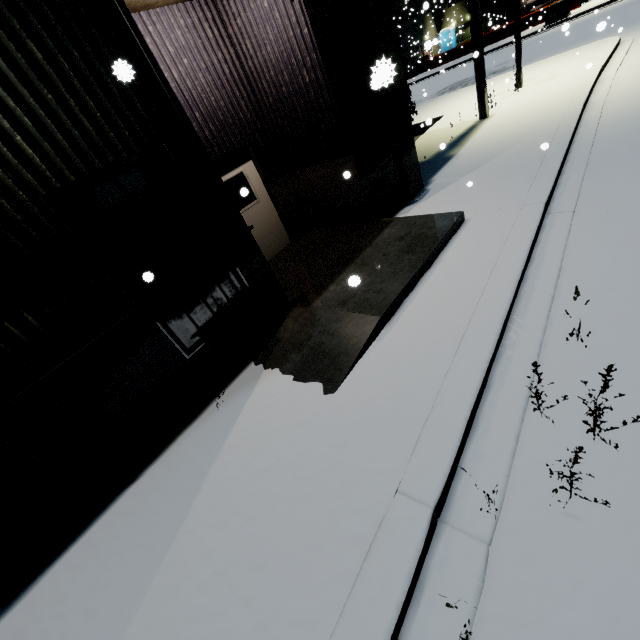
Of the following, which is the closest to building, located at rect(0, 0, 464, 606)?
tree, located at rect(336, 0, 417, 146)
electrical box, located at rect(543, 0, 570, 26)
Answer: tree, located at rect(336, 0, 417, 146)

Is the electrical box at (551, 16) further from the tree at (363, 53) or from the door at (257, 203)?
the door at (257, 203)

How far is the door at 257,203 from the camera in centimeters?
700cm

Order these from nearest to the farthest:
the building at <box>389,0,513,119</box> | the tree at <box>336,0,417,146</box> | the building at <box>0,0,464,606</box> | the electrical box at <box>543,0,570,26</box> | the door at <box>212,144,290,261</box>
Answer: the building at <box>0,0,464,606</box> < the tree at <box>336,0,417,146</box> < the door at <box>212,144,290,261</box> < the building at <box>389,0,513,119</box> < the electrical box at <box>543,0,570,26</box>

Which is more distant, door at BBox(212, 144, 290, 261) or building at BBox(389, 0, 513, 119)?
building at BBox(389, 0, 513, 119)

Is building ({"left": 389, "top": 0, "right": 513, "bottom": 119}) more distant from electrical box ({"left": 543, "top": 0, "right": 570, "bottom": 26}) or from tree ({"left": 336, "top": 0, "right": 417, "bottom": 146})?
electrical box ({"left": 543, "top": 0, "right": 570, "bottom": 26})

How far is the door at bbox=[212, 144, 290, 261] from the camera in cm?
700

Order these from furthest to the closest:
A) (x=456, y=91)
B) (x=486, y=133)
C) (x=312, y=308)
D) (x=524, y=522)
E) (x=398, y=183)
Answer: (x=456, y=91)
(x=486, y=133)
(x=398, y=183)
(x=312, y=308)
(x=524, y=522)
